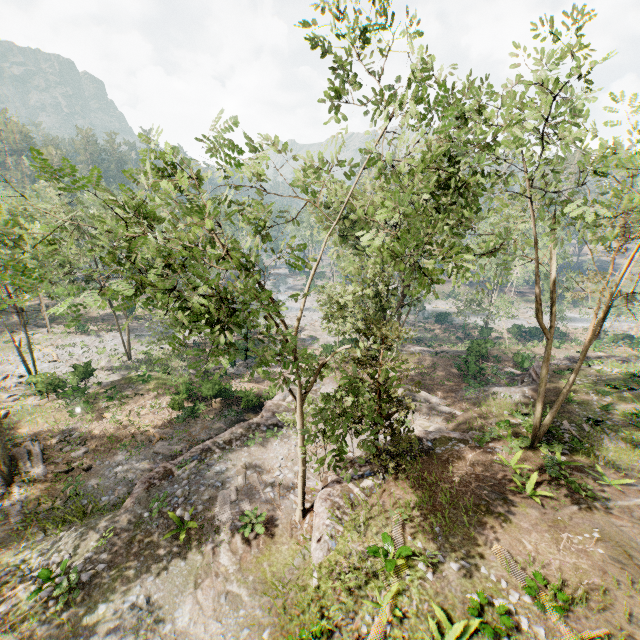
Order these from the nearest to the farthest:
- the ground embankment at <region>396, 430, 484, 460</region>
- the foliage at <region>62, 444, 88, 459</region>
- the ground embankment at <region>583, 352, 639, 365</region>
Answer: the ground embankment at <region>396, 430, 484, 460</region>, the foliage at <region>62, 444, 88, 459</region>, the ground embankment at <region>583, 352, 639, 365</region>

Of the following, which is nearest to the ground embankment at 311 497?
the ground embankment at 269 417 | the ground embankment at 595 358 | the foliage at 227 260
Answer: the foliage at 227 260

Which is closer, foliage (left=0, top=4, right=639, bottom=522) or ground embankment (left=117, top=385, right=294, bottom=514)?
foliage (left=0, top=4, right=639, bottom=522)

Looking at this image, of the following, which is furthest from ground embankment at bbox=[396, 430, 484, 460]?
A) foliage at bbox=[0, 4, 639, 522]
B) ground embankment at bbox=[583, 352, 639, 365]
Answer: ground embankment at bbox=[583, 352, 639, 365]

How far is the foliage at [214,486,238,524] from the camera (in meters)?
15.70

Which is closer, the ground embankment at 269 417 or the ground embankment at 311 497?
the ground embankment at 311 497

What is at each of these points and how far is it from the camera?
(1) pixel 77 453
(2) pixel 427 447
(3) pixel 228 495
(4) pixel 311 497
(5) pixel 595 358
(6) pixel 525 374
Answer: (1) foliage, 21.8 meters
(2) ground embankment, 18.5 meters
(3) foliage, 16.9 meters
(4) ground embankment, 16.9 meters
(5) ground embankment, 30.7 meters
(6) ground embankment, 28.9 meters

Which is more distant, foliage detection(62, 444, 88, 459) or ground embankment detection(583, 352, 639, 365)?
ground embankment detection(583, 352, 639, 365)
